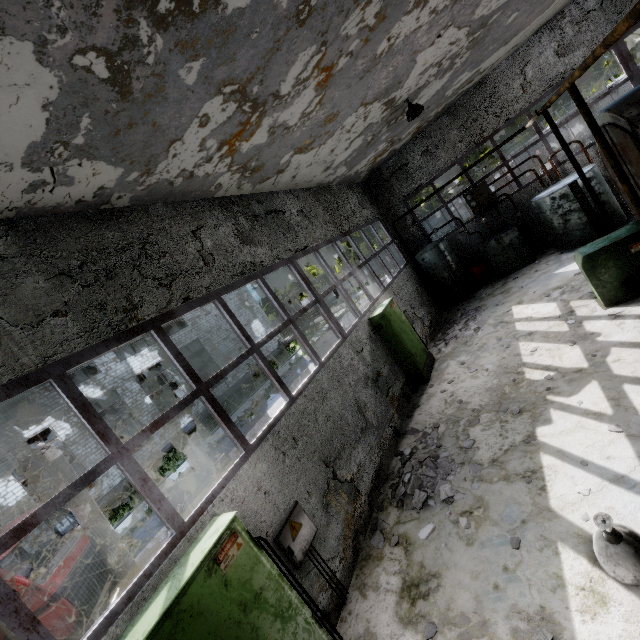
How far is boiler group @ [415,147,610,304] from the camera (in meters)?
10.68

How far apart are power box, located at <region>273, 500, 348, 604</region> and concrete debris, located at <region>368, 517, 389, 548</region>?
0.8 meters

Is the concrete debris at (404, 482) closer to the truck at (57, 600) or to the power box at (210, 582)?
the power box at (210, 582)

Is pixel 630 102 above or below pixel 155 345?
below

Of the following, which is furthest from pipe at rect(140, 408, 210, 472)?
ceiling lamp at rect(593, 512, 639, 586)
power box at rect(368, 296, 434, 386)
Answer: power box at rect(368, 296, 434, 386)

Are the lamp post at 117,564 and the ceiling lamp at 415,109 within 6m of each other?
no

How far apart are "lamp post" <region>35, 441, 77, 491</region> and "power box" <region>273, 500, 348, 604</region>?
5.4m

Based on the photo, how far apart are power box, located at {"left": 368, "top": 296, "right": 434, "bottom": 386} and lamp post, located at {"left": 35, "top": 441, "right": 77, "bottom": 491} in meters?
8.0 m
